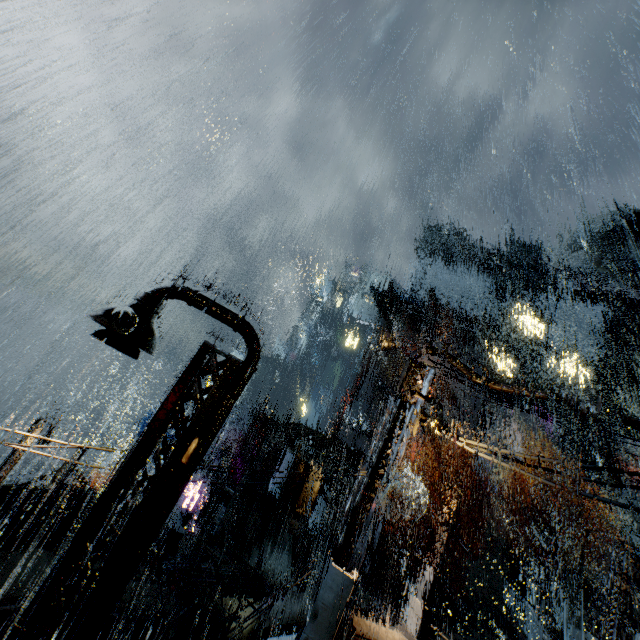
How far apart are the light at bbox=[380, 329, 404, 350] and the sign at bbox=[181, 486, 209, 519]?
29.6m

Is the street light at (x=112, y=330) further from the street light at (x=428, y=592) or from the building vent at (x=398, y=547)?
the building vent at (x=398, y=547)

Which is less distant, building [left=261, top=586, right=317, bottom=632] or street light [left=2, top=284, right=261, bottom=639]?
street light [left=2, top=284, right=261, bottom=639]

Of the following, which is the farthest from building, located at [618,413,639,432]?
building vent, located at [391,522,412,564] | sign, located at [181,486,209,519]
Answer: sign, located at [181,486,209,519]

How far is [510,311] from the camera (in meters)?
51.28

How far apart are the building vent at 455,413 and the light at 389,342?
43.9 meters

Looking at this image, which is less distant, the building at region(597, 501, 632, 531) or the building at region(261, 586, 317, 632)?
the building at region(261, 586, 317, 632)

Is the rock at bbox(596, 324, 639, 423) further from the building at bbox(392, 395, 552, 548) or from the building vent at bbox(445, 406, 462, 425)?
the building vent at bbox(445, 406, 462, 425)
